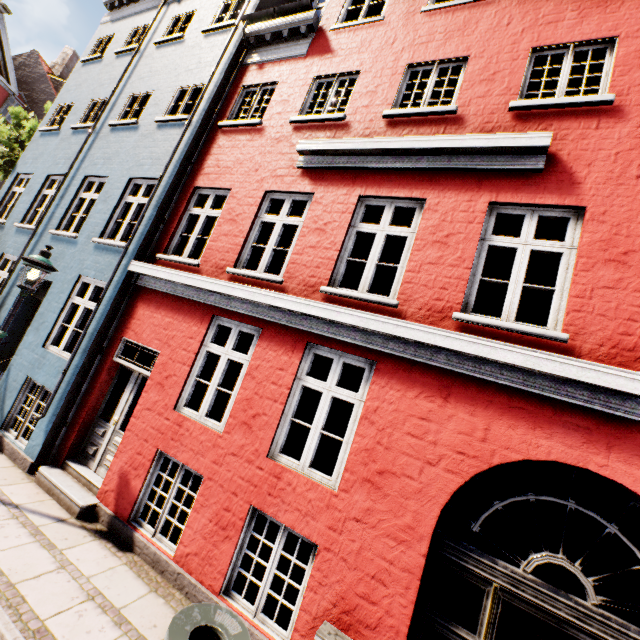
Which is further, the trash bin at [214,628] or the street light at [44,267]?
the street light at [44,267]

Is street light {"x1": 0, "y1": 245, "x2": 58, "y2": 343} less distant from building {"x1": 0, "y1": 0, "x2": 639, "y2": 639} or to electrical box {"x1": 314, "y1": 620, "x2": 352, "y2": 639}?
building {"x1": 0, "y1": 0, "x2": 639, "y2": 639}

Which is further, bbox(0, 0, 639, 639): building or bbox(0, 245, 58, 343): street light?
bbox(0, 245, 58, 343): street light

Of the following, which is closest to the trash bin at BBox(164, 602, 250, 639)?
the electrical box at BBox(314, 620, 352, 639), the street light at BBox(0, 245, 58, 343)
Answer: the electrical box at BBox(314, 620, 352, 639)

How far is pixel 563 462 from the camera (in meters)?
3.39

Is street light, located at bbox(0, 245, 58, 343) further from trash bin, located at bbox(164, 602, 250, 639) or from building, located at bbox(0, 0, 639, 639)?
trash bin, located at bbox(164, 602, 250, 639)

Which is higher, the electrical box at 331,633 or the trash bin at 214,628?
the trash bin at 214,628
